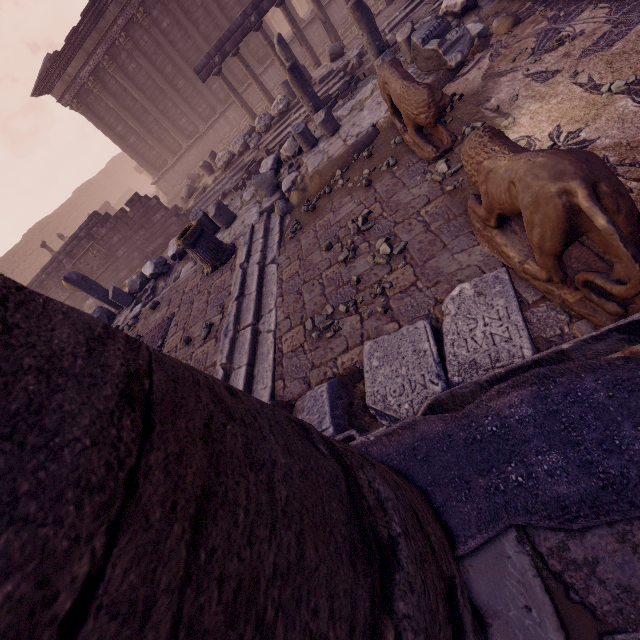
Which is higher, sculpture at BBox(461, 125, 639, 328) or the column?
the column

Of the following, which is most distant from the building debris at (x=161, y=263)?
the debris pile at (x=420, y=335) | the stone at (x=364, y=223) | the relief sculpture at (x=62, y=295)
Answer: the relief sculpture at (x=62, y=295)

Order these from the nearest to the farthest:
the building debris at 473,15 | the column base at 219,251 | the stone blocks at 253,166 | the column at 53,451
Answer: the column at 53,451 → the building debris at 473,15 → the column base at 219,251 → the stone blocks at 253,166

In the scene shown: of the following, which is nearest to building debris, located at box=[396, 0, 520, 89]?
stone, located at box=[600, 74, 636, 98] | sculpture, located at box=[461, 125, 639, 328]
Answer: stone, located at box=[600, 74, 636, 98]

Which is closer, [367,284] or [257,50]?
[367,284]

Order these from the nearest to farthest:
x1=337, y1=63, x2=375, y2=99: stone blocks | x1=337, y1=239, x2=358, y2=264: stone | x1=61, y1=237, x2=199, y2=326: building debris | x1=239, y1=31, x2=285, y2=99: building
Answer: x1=337, y1=239, x2=358, y2=264: stone → x1=61, y1=237, x2=199, y2=326: building debris → x1=337, y1=63, x2=375, y2=99: stone blocks → x1=239, y1=31, x2=285, y2=99: building

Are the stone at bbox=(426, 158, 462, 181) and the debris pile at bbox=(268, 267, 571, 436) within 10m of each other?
yes

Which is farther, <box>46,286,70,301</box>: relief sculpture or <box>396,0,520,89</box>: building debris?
<box>46,286,70,301</box>: relief sculpture
